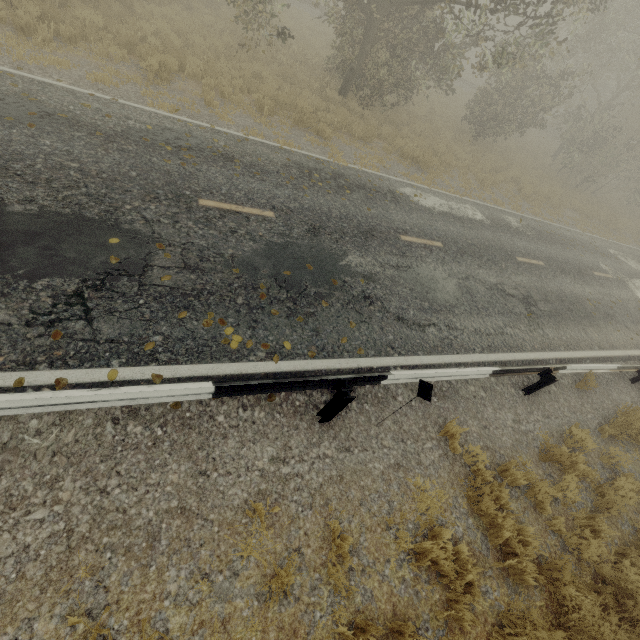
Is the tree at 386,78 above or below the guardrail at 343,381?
above

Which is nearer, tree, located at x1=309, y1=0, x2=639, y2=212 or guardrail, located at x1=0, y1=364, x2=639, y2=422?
guardrail, located at x1=0, y1=364, x2=639, y2=422

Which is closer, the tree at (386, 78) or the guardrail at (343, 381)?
the guardrail at (343, 381)

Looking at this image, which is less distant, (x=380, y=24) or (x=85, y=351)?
(x=85, y=351)

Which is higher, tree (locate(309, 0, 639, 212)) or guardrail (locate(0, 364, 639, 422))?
tree (locate(309, 0, 639, 212))
